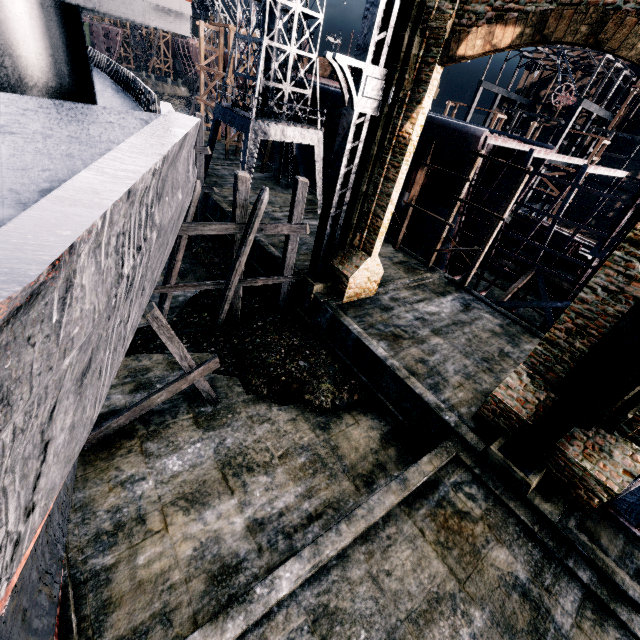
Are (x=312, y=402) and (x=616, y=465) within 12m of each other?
yes

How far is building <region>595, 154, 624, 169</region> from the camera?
46.44m

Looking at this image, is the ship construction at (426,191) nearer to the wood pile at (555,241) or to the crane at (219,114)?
the crane at (219,114)

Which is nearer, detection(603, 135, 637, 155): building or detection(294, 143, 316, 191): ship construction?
detection(294, 143, 316, 191): ship construction

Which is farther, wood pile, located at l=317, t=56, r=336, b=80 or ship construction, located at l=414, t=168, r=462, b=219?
wood pile, located at l=317, t=56, r=336, b=80

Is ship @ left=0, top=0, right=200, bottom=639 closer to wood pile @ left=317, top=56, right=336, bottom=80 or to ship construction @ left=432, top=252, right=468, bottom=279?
ship construction @ left=432, top=252, right=468, bottom=279

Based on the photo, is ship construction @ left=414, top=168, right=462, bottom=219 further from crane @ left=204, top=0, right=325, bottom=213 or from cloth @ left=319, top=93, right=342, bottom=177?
crane @ left=204, top=0, right=325, bottom=213

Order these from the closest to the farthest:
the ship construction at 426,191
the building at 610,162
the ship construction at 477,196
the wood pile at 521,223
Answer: the ship construction at 477,196, the ship construction at 426,191, the wood pile at 521,223, the building at 610,162
